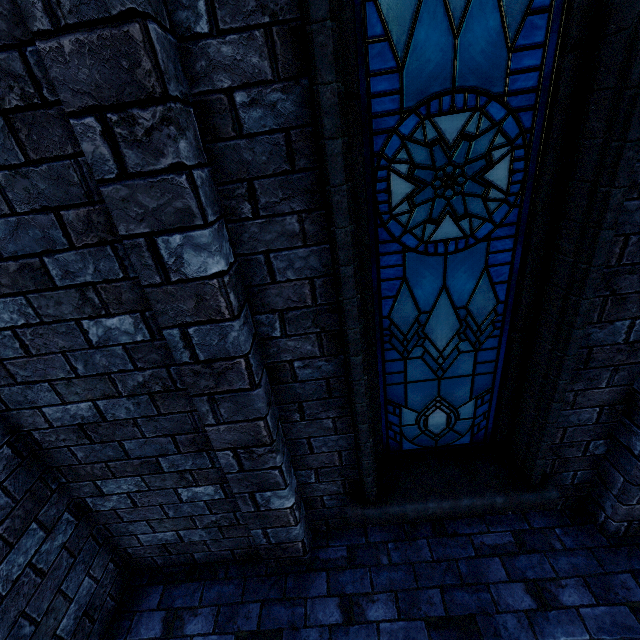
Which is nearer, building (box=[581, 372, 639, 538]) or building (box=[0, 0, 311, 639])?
building (box=[0, 0, 311, 639])

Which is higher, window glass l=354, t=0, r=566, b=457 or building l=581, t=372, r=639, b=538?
window glass l=354, t=0, r=566, b=457

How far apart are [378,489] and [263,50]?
3.1 meters

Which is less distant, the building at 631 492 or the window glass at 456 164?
the window glass at 456 164

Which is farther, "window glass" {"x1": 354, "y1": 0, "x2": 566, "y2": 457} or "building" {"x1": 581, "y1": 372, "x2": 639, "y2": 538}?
"building" {"x1": 581, "y1": 372, "x2": 639, "y2": 538}

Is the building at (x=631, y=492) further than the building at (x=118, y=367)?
Yes
